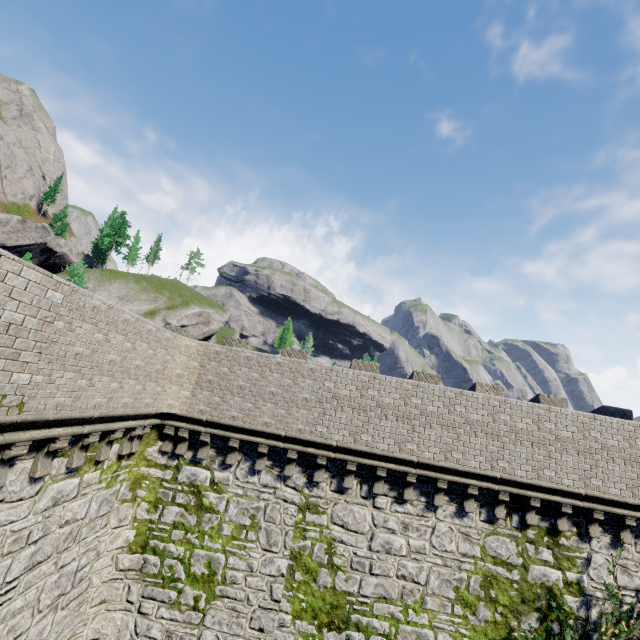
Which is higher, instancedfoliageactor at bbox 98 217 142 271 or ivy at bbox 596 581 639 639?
instancedfoliageactor at bbox 98 217 142 271

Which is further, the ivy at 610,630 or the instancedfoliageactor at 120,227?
the instancedfoliageactor at 120,227

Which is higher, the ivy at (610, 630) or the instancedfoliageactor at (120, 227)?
the instancedfoliageactor at (120, 227)

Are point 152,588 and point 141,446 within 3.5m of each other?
no

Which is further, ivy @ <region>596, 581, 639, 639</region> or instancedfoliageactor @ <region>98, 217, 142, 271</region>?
instancedfoliageactor @ <region>98, 217, 142, 271</region>

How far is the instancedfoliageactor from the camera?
56.03m
